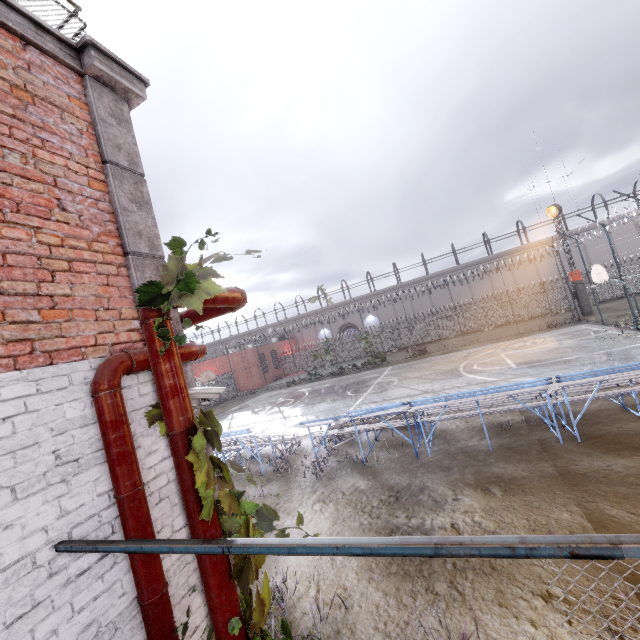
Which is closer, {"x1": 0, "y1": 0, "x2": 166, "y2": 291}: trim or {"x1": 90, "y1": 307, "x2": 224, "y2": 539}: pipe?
{"x1": 90, "y1": 307, "x2": 224, "y2": 539}: pipe

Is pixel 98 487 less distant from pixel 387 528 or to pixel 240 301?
pixel 240 301

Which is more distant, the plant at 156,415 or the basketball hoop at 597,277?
the basketball hoop at 597,277

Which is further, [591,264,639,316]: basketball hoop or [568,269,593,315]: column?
[568,269,593,315]: column

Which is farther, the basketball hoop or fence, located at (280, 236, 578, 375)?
fence, located at (280, 236, 578, 375)

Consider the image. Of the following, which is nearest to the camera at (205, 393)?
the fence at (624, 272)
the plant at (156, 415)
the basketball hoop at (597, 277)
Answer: the plant at (156, 415)

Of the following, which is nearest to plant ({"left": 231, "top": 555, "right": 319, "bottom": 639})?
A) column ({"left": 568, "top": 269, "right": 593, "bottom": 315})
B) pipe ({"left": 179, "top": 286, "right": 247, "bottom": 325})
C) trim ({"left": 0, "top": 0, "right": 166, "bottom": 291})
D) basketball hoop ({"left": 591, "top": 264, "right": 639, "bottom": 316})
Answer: pipe ({"left": 179, "top": 286, "right": 247, "bottom": 325})

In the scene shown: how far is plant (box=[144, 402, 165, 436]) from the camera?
2.4m
